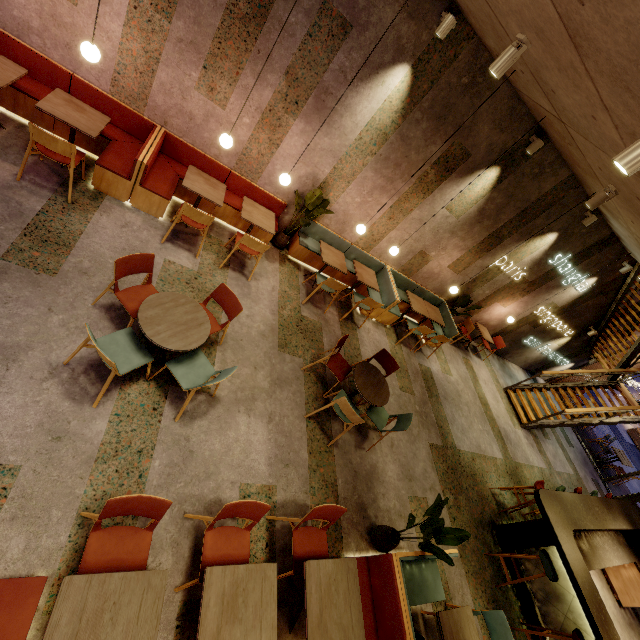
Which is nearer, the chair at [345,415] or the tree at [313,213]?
the chair at [345,415]

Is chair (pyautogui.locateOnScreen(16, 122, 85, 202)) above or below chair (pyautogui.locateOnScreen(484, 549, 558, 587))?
below

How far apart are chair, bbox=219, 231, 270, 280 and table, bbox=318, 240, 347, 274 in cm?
127

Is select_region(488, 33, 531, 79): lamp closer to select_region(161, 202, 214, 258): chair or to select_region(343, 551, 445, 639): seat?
select_region(161, 202, 214, 258): chair

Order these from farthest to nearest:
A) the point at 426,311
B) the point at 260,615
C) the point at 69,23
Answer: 1. the point at 426,311
2. the point at 69,23
3. the point at 260,615

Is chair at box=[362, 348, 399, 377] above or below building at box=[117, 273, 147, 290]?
above

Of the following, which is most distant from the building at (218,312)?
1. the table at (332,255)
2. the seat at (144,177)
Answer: the table at (332,255)

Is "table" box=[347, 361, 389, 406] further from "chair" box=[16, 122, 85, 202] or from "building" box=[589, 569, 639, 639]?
"chair" box=[16, 122, 85, 202]
